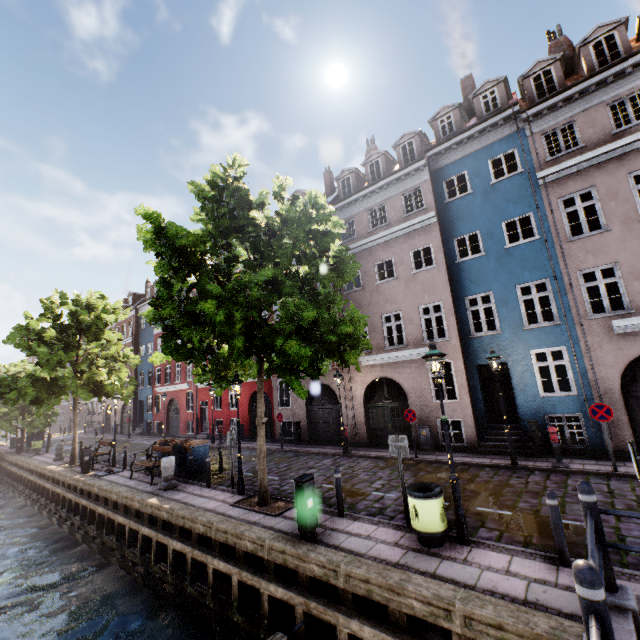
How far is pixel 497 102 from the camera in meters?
14.7 m

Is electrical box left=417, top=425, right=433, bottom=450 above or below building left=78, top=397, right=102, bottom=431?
below

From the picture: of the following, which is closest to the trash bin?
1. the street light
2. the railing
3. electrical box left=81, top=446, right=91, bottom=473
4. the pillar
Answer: the street light

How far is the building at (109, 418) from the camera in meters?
37.3

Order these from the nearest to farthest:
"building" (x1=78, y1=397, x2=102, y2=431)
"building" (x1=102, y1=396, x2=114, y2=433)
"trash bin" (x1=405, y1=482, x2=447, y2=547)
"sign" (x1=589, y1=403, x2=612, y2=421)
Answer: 1. "trash bin" (x1=405, y1=482, x2=447, y2=547)
2. "sign" (x1=589, y1=403, x2=612, y2=421)
3. "building" (x1=102, y1=396, x2=114, y2=433)
4. "building" (x1=78, y1=397, x2=102, y2=431)

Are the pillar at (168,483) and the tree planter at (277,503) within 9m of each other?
yes

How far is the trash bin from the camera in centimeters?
616cm

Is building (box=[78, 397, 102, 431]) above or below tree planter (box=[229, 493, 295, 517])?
above
